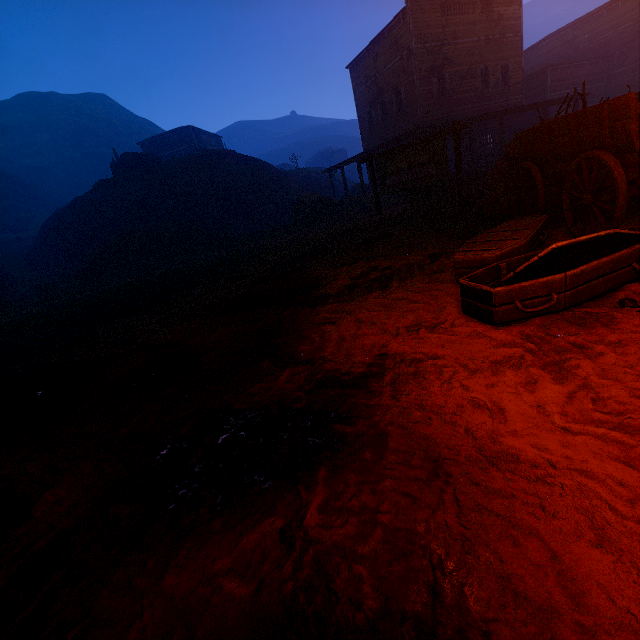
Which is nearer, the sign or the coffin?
the coffin

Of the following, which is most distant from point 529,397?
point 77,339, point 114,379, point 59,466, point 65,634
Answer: point 77,339

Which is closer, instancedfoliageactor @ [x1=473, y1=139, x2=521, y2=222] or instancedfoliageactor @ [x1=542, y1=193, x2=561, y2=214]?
instancedfoliageactor @ [x1=542, y1=193, x2=561, y2=214]

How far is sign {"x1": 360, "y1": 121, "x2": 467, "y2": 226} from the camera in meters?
8.6 m

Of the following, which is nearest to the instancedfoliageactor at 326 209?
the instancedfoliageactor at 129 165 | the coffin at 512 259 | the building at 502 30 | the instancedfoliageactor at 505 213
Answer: the building at 502 30

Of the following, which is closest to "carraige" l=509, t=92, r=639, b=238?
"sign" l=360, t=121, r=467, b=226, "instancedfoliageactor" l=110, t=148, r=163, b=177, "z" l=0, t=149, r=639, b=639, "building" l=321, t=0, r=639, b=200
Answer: "z" l=0, t=149, r=639, b=639

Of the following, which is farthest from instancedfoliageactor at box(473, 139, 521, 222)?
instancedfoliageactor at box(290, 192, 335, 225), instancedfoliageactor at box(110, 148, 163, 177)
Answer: instancedfoliageactor at box(110, 148, 163, 177)

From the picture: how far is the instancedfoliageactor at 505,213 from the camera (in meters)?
6.78
